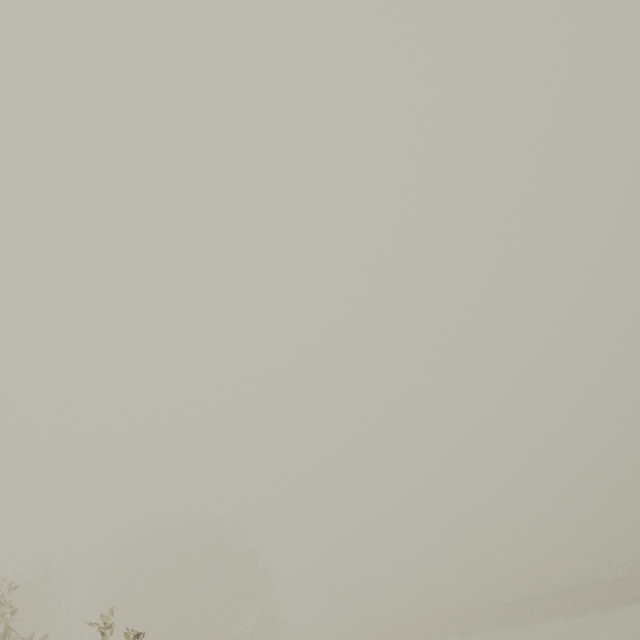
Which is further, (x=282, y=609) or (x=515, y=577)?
(x=515, y=577)
